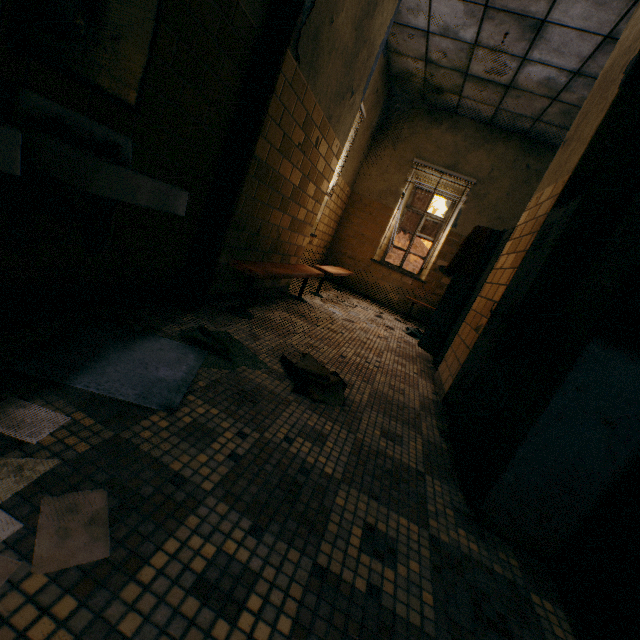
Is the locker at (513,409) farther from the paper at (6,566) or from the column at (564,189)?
the paper at (6,566)

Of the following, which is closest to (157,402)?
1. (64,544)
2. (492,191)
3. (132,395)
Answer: (132,395)

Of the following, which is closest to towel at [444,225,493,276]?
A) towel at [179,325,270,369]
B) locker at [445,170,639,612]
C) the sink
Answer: → locker at [445,170,639,612]

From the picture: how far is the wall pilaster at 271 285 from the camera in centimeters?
355cm

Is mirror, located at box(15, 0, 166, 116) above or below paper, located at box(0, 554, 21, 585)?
above

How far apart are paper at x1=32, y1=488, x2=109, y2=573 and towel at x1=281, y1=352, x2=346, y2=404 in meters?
0.7 m

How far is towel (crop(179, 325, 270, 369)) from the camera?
1.91m

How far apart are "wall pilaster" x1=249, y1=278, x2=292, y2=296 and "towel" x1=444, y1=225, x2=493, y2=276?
1.8 meters
